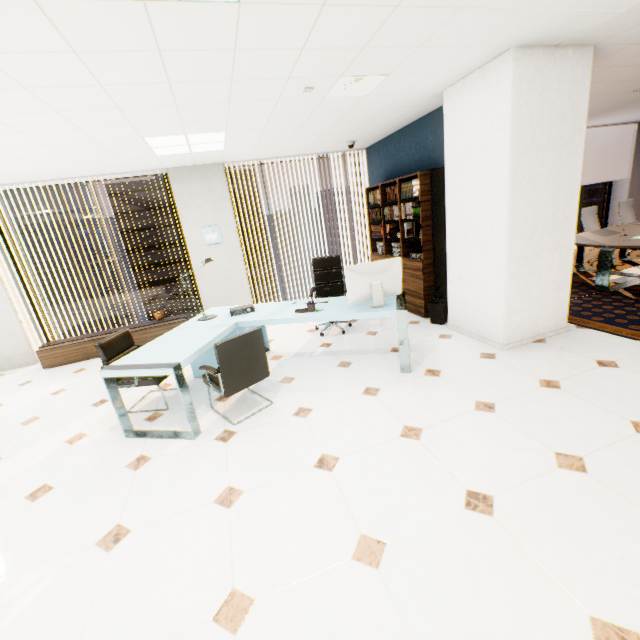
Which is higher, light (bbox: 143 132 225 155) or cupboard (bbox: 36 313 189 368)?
light (bbox: 143 132 225 155)

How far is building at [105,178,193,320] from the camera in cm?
5331

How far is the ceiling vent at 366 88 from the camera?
3.07m

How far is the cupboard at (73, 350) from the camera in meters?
5.5

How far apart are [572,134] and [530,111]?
0.62m

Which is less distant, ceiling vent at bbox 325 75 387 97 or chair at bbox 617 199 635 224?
ceiling vent at bbox 325 75 387 97

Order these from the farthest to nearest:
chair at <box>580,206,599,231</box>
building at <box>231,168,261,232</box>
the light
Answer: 1. building at <box>231,168,261,232</box>
2. chair at <box>580,206,599,231</box>
3. the light

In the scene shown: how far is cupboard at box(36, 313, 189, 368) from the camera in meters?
5.5 m
